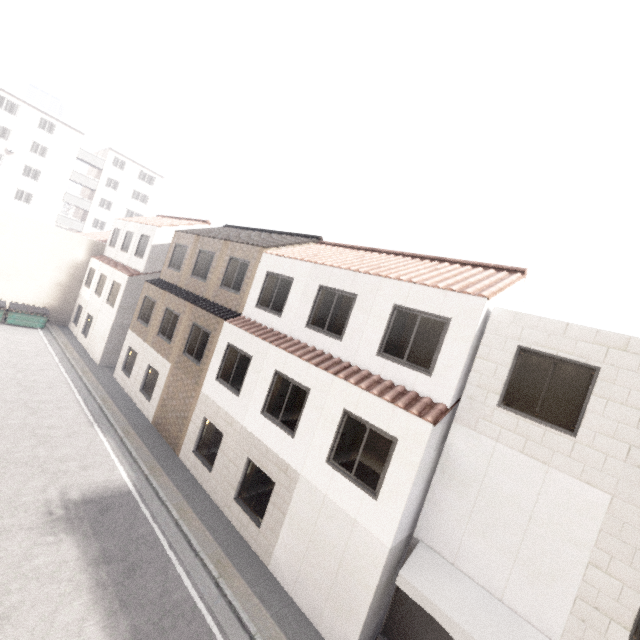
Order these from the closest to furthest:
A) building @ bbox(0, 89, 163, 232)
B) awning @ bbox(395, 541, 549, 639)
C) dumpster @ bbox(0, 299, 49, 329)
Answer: awning @ bbox(395, 541, 549, 639)
dumpster @ bbox(0, 299, 49, 329)
building @ bbox(0, 89, 163, 232)

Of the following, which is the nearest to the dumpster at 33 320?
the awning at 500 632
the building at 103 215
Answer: the building at 103 215

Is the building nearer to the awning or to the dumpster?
the dumpster

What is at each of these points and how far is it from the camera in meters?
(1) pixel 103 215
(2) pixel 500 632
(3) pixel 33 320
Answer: (1) building, 45.2 m
(2) awning, 6.2 m
(3) dumpster, 22.3 m

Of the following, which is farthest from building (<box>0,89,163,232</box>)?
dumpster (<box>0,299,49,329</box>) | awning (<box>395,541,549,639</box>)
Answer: awning (<box>395,541,549,639</box>)

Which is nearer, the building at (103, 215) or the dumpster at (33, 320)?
the dumpster at (33, 320)
